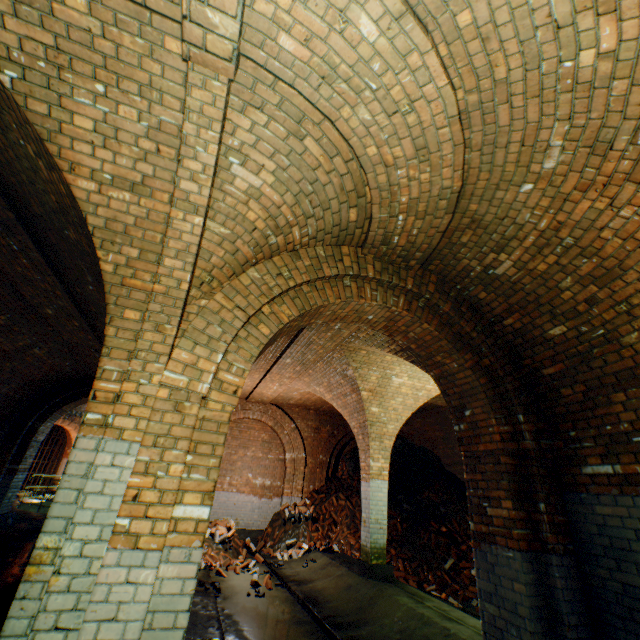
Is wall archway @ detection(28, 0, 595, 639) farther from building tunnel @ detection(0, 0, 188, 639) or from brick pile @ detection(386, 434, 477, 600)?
brick pile @ detection(386, 434, 477, 600)

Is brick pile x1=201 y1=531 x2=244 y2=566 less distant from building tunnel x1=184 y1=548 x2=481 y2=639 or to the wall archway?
building tunnel x1=184 y1=548 x2=481 y2=639

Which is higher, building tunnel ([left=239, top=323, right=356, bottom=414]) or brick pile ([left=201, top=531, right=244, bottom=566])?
building tunnel ([left=239, top=323, right=356, bottom=414])

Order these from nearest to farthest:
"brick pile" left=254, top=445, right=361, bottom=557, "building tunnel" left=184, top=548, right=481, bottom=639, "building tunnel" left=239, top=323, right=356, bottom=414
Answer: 1. "building tunnel" left=184, top=548, right=481, bottom=639
2. "building tunnel" left=239, top=323, right=356, bottom=414
3. "brick pile" left=254, top=445, right=361, bottom=557

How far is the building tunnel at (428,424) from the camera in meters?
10.9

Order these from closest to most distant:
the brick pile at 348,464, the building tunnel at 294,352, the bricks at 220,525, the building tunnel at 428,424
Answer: the building tunnel at 294,352 → the bricks at 220,525 → the brick pile at 348,464 → the building tunnel at 428,424

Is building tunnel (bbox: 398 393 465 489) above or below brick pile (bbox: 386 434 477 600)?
above

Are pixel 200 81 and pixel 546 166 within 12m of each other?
yes
